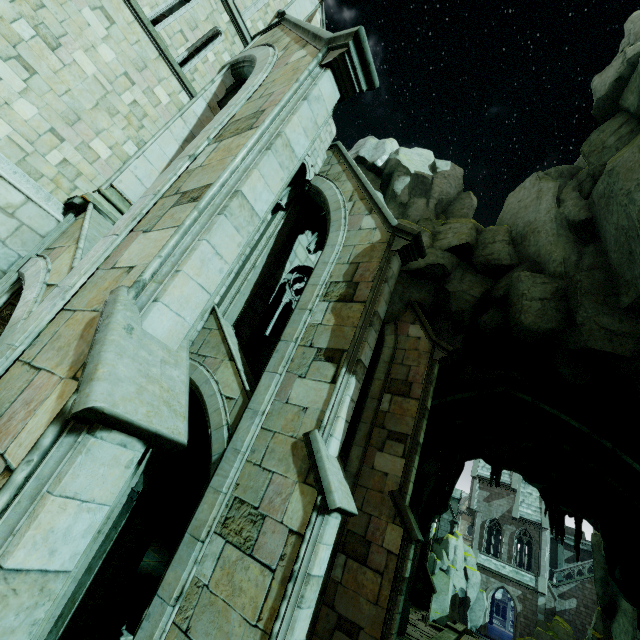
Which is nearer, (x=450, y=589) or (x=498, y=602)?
(x=450, y=589)

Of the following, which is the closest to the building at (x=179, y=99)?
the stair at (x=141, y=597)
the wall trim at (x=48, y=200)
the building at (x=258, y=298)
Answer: the wall trim at (x=48, y=200)

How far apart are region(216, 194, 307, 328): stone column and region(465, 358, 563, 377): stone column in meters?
9.8 m

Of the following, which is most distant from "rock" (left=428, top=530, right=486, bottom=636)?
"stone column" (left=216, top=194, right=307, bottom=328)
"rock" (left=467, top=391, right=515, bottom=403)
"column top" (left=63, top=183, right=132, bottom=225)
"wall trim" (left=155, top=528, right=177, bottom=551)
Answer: "column top" (left=63, top=183, right=132, bottom=225)

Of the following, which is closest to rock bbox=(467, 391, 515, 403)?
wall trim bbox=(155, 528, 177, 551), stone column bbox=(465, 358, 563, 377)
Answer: wall trim bbox=(155, 528, 177, 551)

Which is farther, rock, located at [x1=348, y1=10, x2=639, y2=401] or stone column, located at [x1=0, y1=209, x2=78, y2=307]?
rock, located at [x1=348, y1=10, x2=639, y2=401]

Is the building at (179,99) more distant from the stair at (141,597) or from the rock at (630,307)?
the stair at (141,597)

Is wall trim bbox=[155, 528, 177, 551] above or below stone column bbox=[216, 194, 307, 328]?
below
